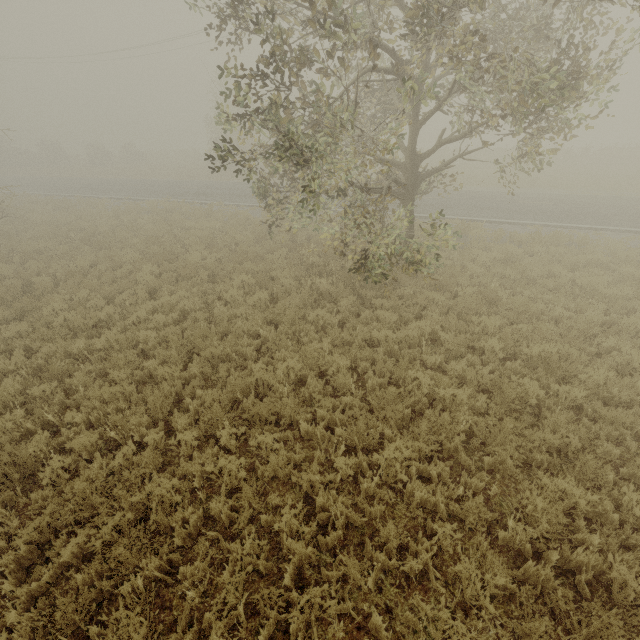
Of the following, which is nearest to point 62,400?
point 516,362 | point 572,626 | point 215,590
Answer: point 215,590
